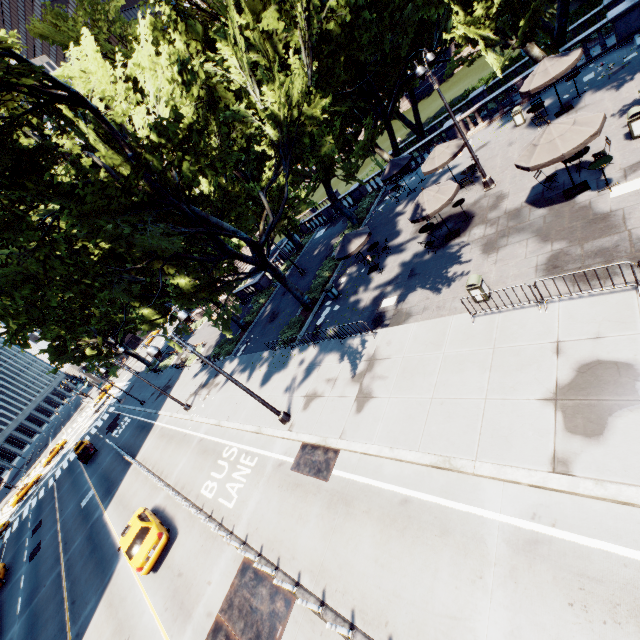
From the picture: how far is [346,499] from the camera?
10.7 meters

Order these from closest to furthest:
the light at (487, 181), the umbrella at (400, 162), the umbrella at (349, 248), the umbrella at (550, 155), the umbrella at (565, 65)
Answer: the umbrella at (550, 155), the light at (487, 181), the umbrella at (565, 65), the umbrella at (349, 248), the umbrella at (400, 162)

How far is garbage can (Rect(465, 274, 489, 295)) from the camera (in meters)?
11.92

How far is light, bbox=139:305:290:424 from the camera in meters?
12.4 m

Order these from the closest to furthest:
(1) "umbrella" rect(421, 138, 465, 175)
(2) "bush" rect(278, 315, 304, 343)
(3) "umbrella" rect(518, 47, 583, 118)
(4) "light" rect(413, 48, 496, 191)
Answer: (4) "light" rect(413, 48, 496, 191) → (3) "umbrella" rect(518, 47, 583, 118) → (1) "umbrella" rect(421, 138, 465, 175) → (2) "bush" rect(278, 315, 304, 343)

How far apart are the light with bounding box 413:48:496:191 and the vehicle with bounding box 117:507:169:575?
24.22m

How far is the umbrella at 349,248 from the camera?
18.9 meters

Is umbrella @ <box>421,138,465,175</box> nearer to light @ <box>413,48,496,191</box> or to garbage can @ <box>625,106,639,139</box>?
light @ <box>413,48,496,191</box>
